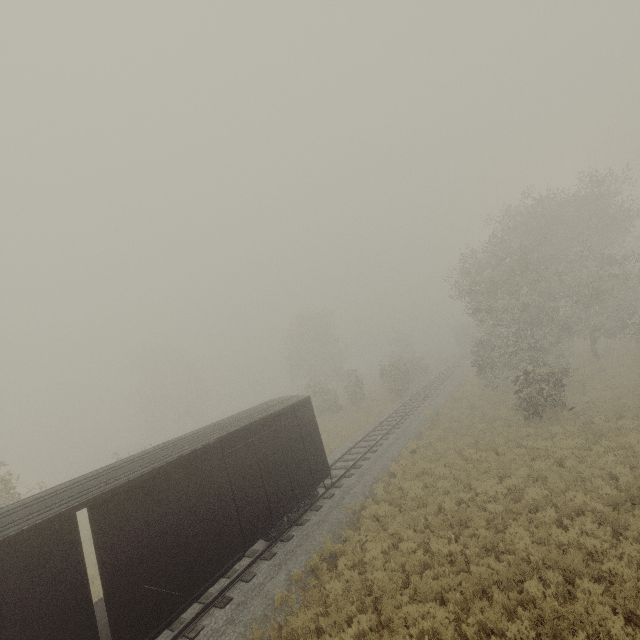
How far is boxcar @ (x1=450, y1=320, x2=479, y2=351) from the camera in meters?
54.3

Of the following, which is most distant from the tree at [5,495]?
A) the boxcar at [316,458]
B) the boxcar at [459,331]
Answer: the boxcar at [459,331]

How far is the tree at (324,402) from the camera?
36.8 meters

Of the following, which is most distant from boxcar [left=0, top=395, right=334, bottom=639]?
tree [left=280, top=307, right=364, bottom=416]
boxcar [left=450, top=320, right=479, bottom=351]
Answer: boxcar [left=450, top=320, right=479, bottom=351]

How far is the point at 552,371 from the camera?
21.98m

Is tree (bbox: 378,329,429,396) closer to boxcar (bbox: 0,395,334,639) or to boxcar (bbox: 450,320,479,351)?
boxcar (bbox: 0,395,334,639)

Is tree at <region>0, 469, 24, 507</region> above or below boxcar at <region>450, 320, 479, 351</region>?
above
